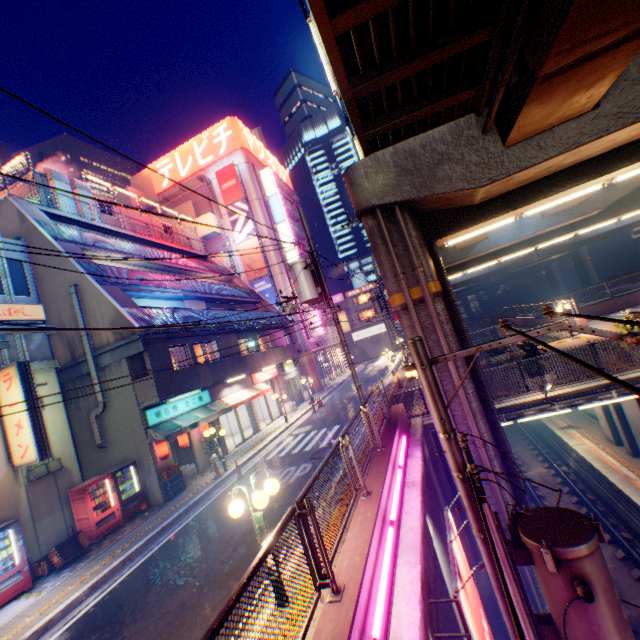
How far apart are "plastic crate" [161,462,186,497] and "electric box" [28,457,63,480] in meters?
3.5

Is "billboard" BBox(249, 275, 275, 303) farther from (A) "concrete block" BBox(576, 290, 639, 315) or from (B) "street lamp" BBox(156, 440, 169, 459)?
(A) "concrete block" BBox(576, 290, 639, 315)

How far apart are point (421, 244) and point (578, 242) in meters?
41.7 m

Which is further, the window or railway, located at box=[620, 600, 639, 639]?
the window

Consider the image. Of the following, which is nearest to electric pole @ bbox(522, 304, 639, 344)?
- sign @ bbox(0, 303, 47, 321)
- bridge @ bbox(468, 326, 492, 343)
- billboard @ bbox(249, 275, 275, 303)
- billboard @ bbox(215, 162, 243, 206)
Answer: sign @ bbox(0, 303, 47, 321)

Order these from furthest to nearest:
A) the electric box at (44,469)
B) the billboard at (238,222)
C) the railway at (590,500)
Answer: the billboard at (238,222), the railway at (590,500), the electric box at (44,469)

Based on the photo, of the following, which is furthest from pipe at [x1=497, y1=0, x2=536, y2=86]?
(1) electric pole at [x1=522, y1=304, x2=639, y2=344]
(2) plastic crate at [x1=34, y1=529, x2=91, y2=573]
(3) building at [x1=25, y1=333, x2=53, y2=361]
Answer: (2) plastic crate at [x1=34, y1=529, x2=91, y2=573]

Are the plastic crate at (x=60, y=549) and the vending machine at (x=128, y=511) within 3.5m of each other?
yes
